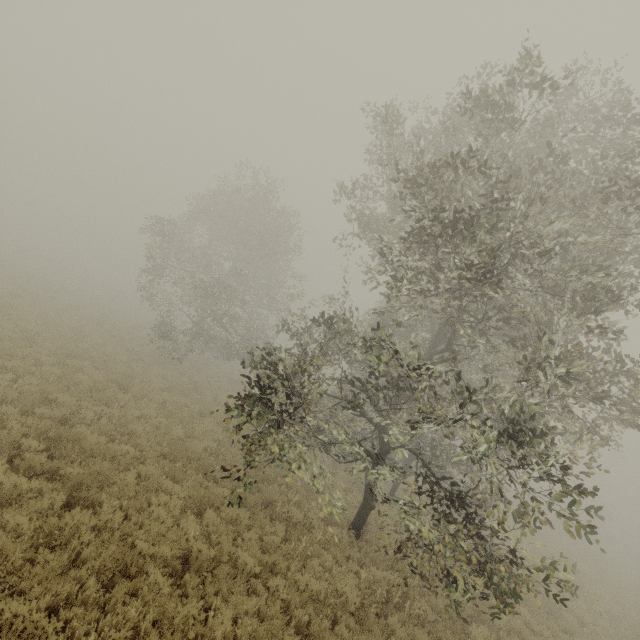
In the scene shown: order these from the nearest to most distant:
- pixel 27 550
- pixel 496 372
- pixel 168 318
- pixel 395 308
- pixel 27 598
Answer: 1. pixel 27 598
2. pixel 27 550
3. pixel 496 372
4. pixel 395 308
5. pixel 168 318
